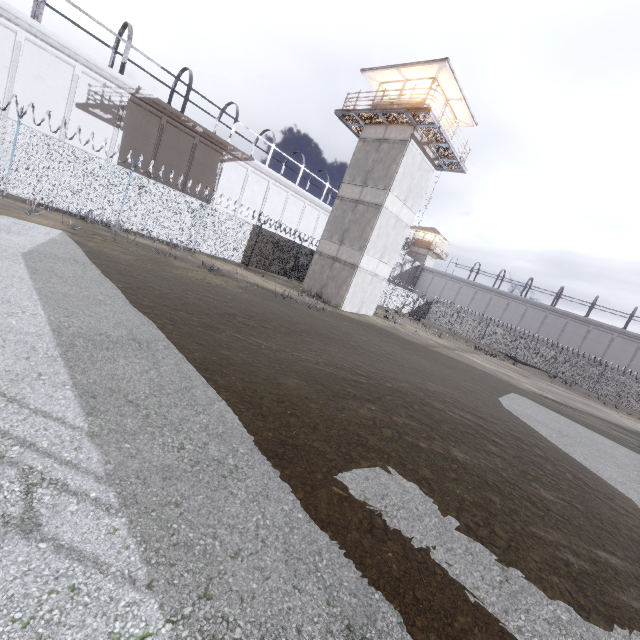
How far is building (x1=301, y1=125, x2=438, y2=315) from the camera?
20.0 meters

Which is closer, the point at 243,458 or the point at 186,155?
the point at 243,458

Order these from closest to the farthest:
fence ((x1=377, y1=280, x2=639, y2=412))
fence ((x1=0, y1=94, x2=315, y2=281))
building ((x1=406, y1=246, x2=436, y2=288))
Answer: fence ((x1=0, y1=94, x2=315, y2=281)) → fence ((x1=377, y1=280, x2=639, y2=412)) → building ((x1=406, y1=246, x2=436, y2=288))

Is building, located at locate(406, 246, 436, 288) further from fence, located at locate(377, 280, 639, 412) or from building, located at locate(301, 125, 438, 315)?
building, located at locate(301, 125, 438, 315)

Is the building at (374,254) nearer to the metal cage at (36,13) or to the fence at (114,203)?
the fence at (114,203)

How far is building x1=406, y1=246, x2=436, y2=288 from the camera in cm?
5647

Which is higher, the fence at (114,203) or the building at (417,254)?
the building at (417,254)

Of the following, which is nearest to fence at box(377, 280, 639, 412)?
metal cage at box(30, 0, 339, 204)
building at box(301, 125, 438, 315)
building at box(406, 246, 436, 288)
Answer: building at box(301, 125, 438, 315)
